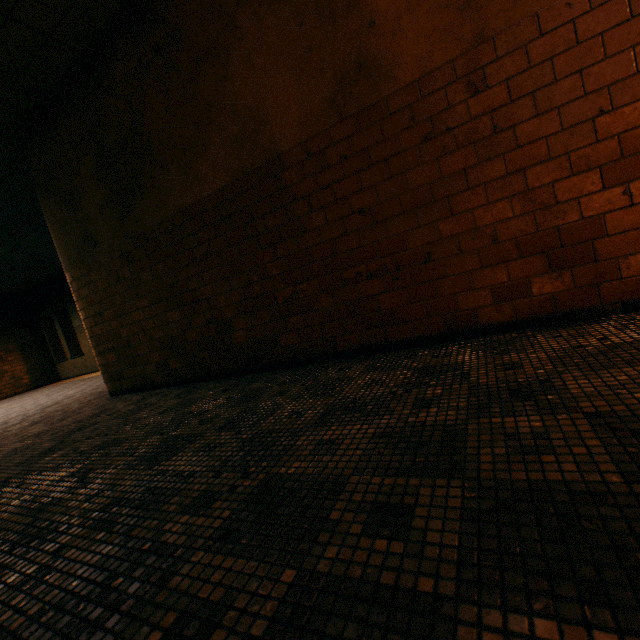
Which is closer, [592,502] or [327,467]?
Result: [592,502]
